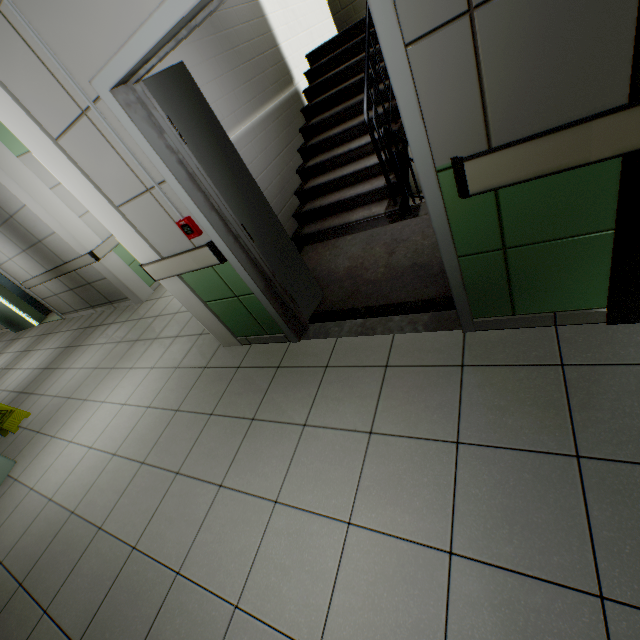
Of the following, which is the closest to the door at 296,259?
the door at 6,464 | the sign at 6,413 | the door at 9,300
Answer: the door at 6,464

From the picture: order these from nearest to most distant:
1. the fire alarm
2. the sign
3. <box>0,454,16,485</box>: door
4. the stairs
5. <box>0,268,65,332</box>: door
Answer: the fire alarm < the stairs < <box>0,454,16,485</box>: door < the sign < <box>0,268,65,332</box>: door

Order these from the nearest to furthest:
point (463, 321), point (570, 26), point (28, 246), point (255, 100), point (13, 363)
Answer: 1. point (570, 26)
2. point (463, 321)
3. point (255, 100)
4. point (28, 246)
5. point (13, 363)

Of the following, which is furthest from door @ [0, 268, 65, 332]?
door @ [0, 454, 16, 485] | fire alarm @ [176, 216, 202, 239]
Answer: fire alarm @ [176, 216, 202, 239]

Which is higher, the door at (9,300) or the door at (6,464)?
the door at (9,300)

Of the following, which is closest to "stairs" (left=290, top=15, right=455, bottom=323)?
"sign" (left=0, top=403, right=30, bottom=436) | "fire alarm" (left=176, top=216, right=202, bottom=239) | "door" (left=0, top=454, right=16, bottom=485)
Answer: "fire alarm" (left=176, top=216, right=202, bottom=239)

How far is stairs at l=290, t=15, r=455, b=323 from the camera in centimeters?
281cm

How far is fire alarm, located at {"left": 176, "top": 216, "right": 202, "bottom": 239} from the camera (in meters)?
2.22
